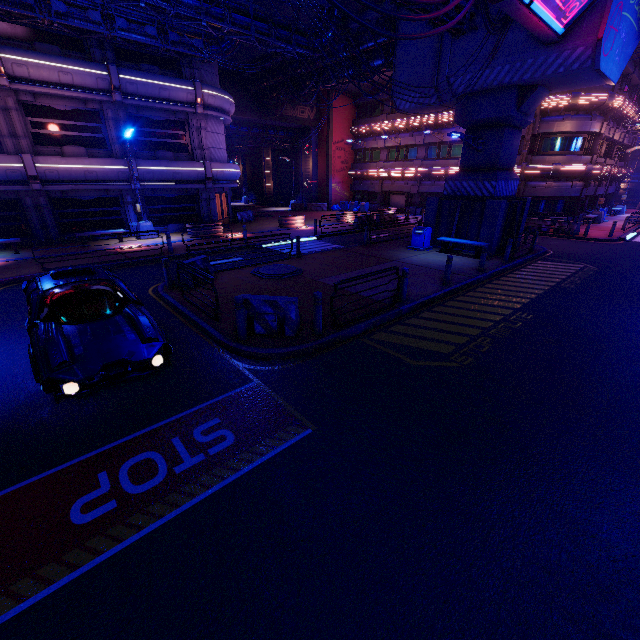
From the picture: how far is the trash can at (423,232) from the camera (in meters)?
17.49

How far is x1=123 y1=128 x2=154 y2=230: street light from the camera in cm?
1829

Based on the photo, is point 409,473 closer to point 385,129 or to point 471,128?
point 471,128

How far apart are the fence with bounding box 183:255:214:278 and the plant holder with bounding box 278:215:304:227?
14.0 meters

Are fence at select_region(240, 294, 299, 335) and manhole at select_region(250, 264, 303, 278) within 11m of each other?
yes

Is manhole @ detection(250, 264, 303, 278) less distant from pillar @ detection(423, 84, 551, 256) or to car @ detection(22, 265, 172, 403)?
car @ detection(22, 265, 172, 403)

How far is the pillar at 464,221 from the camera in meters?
14.8 m

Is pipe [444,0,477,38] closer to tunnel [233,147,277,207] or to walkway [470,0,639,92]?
walkway [470,0,639,92]
